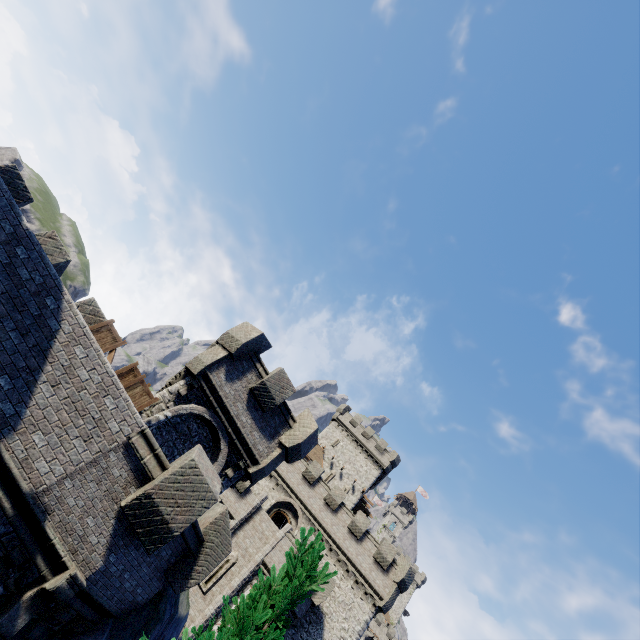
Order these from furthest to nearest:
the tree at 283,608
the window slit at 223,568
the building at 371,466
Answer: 1. the building at 371,466
2. the window slit at 223,568
3. the tree at 283,608

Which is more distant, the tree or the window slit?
the window slit

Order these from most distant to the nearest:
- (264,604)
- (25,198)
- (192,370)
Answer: (192,370) → (25,198) → (264,604)

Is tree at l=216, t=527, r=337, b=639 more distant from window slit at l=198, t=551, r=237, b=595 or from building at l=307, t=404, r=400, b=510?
building at l=307, t=404, r=400, b=510

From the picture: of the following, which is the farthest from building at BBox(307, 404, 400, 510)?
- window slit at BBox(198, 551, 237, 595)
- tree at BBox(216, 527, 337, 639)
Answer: tree at BBox(216, 527, 337, 639)

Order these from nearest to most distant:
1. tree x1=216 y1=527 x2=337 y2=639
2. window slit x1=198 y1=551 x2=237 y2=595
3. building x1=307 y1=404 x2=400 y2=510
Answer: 1. tree x1=216 y1=527 x2=337 y2=639
2. window slit x1=198 y1=551 x2=237 y2=595
3. building x1=307 y1=404 x2=400 y2=510

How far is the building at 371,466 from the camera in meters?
43.4
